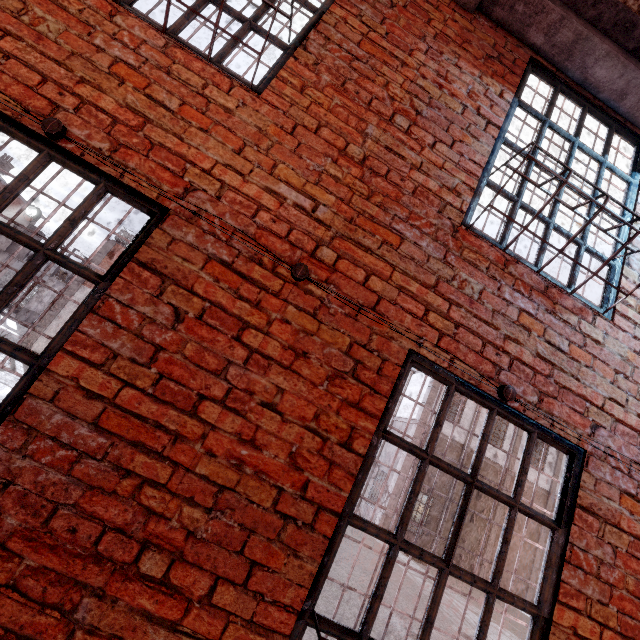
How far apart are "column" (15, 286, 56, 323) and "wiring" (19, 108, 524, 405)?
32.8 meters

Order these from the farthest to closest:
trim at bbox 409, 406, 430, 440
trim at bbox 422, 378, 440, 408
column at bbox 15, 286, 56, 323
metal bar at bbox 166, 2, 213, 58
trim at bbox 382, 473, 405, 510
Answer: column at bbox 15, 286, 56, 323 → trim at bbox 422, 378, 440, 408 → trim at bbox 409, 406, 430, 440 → trim at bbox 382, 473, 405, 510 → metal bar at bbox 166, 2, 213, 58

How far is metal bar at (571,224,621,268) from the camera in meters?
2.5

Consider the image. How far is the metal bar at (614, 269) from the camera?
2.54m

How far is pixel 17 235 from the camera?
1.60m

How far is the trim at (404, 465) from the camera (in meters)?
16.62

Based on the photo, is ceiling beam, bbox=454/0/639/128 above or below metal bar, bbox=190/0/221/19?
above

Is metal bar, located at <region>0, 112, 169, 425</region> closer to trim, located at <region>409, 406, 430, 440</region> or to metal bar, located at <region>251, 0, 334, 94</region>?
metal bar, located at <region>251, 0, 334, 94</region>
